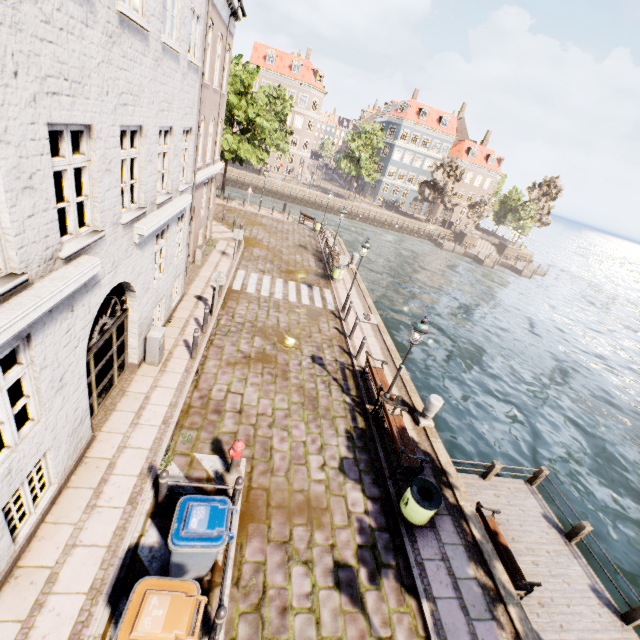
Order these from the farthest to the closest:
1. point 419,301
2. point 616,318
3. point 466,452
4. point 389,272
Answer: point 616,318 < point 389,272 < point 419,301 < point 466,452

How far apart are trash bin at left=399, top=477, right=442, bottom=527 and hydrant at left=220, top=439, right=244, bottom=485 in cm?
377

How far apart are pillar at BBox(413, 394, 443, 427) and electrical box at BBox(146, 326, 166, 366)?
8.30m

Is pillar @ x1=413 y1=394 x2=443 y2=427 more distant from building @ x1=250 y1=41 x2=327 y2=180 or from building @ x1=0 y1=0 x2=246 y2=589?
building @ x1=250 y1=41 x2=327 y2=180

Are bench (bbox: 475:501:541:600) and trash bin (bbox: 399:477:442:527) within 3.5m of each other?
yes

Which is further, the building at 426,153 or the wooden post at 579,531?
the building at 426,153

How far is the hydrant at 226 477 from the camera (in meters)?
6.83

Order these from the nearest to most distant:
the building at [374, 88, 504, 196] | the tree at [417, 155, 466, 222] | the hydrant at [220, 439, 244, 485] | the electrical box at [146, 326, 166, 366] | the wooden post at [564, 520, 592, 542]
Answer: the hydrant at [220, 439, 244, 485], the electrical box at [146, 326, 166, 366], the wooden post at [564, 520, 592, 542], the tree at [417, 155, 466, 222], the building at [374, 88, 504, 196]
